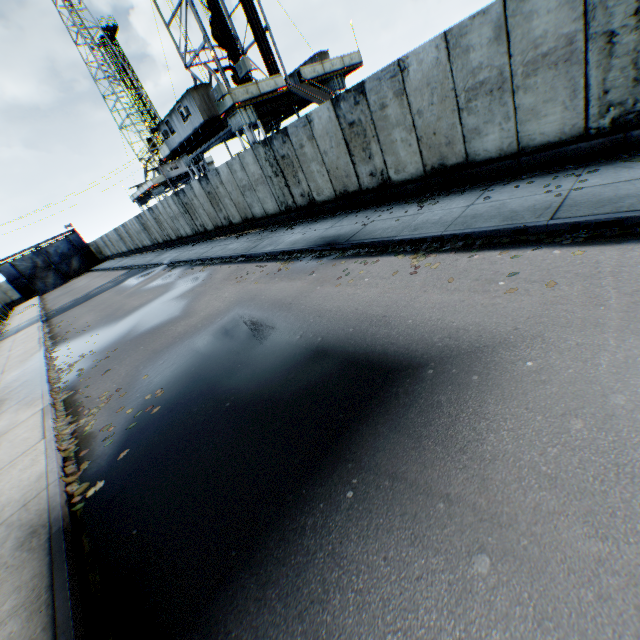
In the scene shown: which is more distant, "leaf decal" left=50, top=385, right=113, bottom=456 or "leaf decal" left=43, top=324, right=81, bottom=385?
"leaf decal" left=43, top=324, right=81, bottom=385

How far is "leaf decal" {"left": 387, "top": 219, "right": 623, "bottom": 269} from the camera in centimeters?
482cm

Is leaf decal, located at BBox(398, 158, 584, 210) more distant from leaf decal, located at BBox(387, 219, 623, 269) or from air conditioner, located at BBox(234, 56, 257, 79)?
air conditioner, located at BBox(234, 56, 257, 79)

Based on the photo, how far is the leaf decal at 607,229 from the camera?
4.8m

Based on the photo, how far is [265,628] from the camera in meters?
2.4 m

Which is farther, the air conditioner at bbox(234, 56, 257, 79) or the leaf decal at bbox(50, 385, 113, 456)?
the air conditioner at bbox(234, 56, 257, 79)

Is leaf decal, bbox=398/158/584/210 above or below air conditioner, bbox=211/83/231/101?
below

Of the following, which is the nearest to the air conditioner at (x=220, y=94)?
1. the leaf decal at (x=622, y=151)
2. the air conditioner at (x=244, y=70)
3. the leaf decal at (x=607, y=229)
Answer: the air conditioner at (x=244, y=70)
